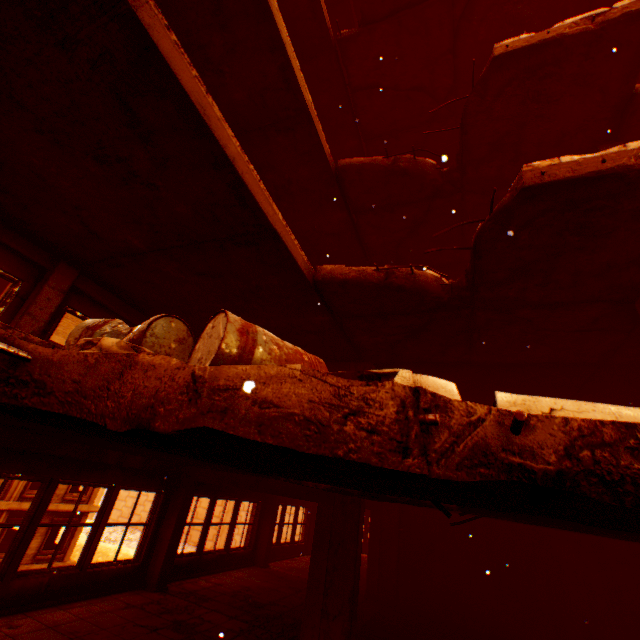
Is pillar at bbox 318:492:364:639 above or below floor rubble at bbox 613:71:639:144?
below

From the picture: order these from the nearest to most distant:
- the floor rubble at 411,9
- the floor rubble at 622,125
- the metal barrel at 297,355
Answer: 1. the metal barrel at 297,355
2. the floor rubble at 622,125
3. the floor rubble at 411,9

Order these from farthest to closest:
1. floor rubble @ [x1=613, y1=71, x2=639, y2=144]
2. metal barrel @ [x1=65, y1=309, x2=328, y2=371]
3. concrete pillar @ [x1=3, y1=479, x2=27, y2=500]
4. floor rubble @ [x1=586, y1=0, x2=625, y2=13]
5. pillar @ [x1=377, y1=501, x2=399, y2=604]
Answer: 1. concrete pillar @ [x1=3, y1=479, x2=27, y2=500]
2. pillar @ [x1=377, y1=501, x2=399, y2=604]
3. floor rubble @ [x1=586, y1=0, x2=625, y2=13]
4. floor rubble @ [x1=613, y1=71, x2=639, y2=144]
5. metal barrel @ [x1=65, y1=309, x2=328, y2=371]

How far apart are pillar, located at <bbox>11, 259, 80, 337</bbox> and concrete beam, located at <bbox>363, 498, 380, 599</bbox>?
9.6 meters

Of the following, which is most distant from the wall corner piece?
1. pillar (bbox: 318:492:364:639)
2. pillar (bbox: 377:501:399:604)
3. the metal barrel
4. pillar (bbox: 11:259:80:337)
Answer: pillar (bbox: 377:501:399:604)

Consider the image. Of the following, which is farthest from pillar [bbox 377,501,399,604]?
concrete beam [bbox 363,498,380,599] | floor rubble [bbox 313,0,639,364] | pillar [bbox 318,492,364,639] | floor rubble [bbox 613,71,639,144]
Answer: floor rubble [bbox 613,71,639,144]

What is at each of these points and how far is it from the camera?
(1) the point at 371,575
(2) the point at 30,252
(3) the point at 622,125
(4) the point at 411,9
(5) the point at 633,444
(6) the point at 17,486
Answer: (1) concrete beam, 10.07m
(2) wall corner piece, 5.78m
(3) floor rubble, 5.44m
(4) floor rubble, 6.84m
(5) floor rubble, 1.19m
(6) concrete pillar, 18.08m

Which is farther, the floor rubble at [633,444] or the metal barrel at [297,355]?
the metal barrel at [297,355]
